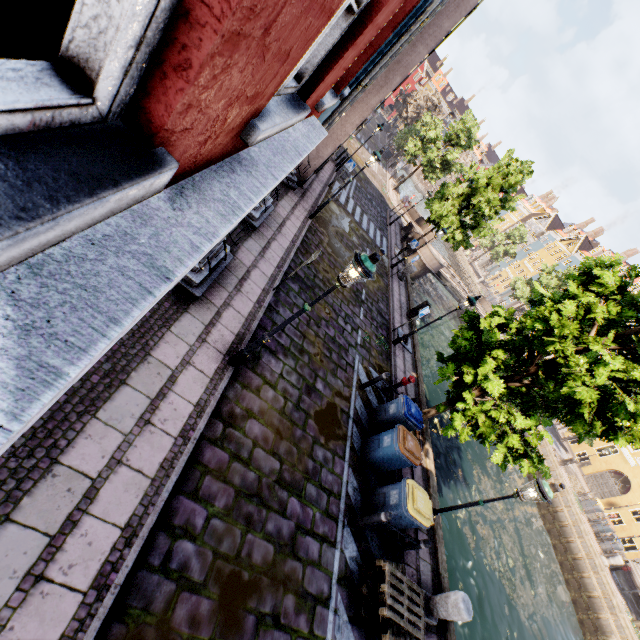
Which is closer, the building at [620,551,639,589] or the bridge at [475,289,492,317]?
the building at [620,551,639,589]

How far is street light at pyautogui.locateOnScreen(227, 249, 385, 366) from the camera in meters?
4.8

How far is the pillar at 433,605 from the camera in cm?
669

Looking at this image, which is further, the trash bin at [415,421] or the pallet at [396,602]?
the trash bin at [415,421]

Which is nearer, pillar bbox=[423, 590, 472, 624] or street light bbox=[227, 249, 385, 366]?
street light bbox=[227, 249, 385, 366]

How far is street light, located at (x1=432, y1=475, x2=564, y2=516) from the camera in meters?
6.2

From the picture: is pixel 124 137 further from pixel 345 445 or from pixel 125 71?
pixel 345 445

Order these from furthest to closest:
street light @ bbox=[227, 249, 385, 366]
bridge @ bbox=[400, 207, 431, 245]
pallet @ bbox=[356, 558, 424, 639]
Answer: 1. bridge @ bbox=[400, 207, 431, 245]
2. pallet @ bbox=[356, 558, 424, 639]
3. street light @ bbox=[227, 249, 385, 366]
